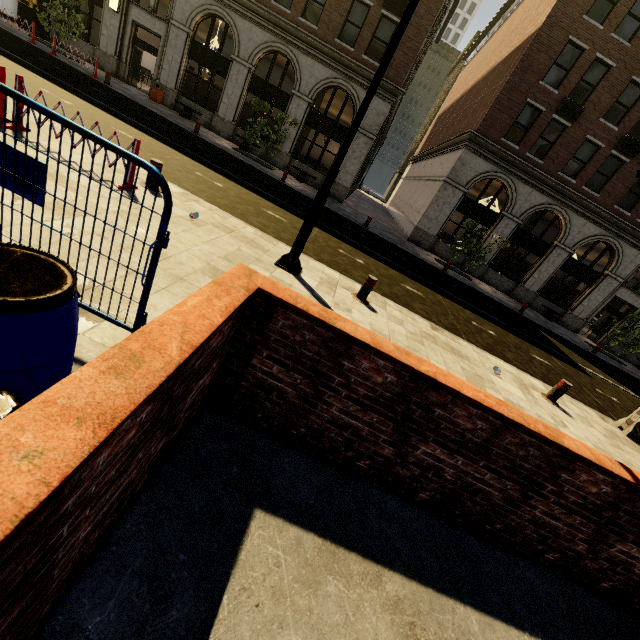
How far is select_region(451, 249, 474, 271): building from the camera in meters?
21.7 m

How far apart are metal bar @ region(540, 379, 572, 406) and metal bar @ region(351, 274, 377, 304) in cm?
455

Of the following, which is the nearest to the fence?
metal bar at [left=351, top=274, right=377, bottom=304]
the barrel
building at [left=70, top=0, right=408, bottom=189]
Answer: the barrel

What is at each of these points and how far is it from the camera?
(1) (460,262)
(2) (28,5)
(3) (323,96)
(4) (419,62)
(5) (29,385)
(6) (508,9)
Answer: (1) building, 22.0 meters
(2) atm, 18.2 meters
(3) building, 28.2 meters
(4) building, 29.0 meters
(5) barrel, 1.7 meters
(6) building, 28.2 meters

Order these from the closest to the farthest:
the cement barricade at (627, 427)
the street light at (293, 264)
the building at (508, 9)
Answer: the street light at (293, 264)
the cement barricade at (627, 427)
the building at (508, 9)

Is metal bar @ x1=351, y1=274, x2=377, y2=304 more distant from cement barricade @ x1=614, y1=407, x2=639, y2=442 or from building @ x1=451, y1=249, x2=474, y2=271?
building @ x1=451, y1=249, x2=474, y2=271

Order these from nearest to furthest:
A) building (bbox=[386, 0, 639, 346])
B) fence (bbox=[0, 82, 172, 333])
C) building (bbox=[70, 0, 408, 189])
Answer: fence (bbox=[0, 82, 172, 333]), building (bbox=[386, 0, 639, 346]), building (bbox=[70, 0, 408, 189])

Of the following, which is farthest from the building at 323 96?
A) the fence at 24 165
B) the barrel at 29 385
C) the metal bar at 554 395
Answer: the barrel at 29 385
